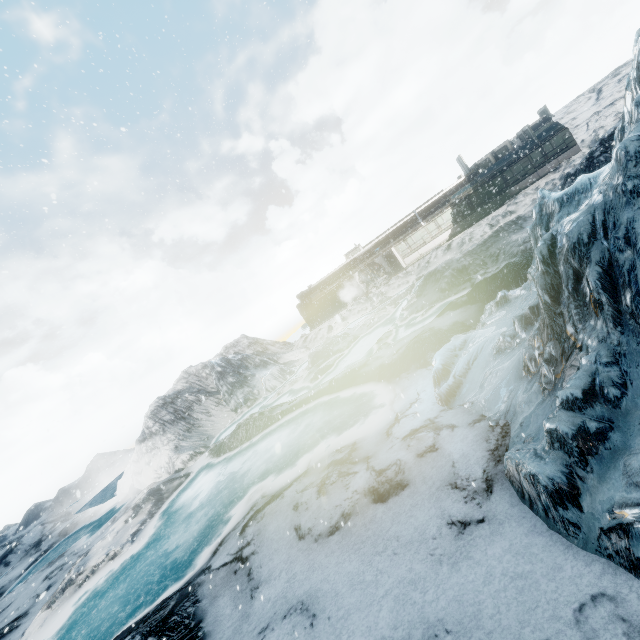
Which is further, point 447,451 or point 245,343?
point 245,343
